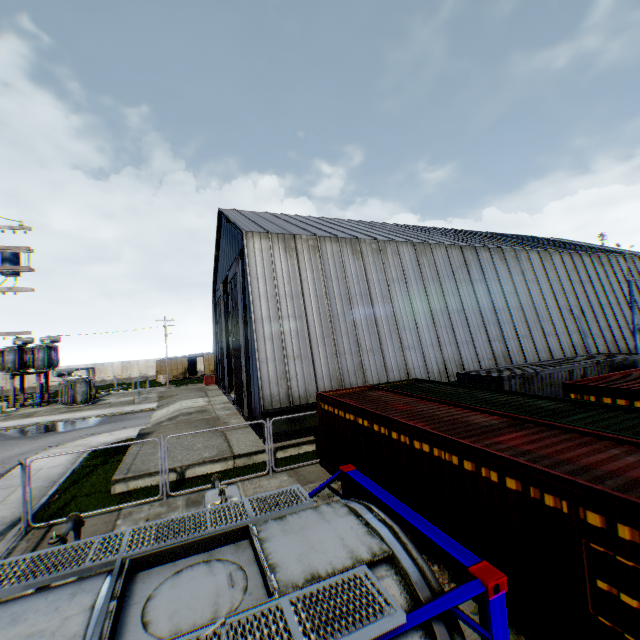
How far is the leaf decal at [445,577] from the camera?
6.60m

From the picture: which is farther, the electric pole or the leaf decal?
the electric pole

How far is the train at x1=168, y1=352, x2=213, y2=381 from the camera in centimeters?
4991cm

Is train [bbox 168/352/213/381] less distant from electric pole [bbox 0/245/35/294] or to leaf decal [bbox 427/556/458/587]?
electric pole [bbox 0/245/35/294]

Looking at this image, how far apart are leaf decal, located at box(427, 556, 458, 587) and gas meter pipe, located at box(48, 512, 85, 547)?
6.42m

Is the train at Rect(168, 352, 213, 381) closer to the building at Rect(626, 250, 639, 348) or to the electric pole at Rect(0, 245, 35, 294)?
the building at Rect(626, 250, 639, 348)

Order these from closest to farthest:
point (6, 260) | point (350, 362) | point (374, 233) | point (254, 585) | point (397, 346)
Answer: point (254, 585) → point (6, 260) → point (350, 362) → point (397, 346) → point (374, 233)

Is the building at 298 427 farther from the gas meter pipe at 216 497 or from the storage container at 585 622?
the gas meter pipe at 216 497
